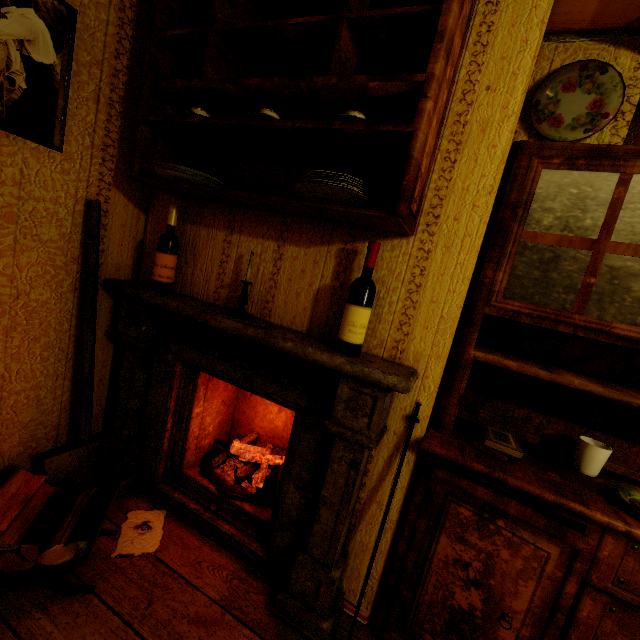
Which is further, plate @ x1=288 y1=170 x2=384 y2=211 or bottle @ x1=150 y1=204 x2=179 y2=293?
bottle @ x1=150 y1=204 x2=179 y2=293

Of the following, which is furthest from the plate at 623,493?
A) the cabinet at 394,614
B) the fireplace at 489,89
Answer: the fireplace at 489,89

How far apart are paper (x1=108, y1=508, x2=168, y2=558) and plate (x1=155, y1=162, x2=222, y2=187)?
1.79m

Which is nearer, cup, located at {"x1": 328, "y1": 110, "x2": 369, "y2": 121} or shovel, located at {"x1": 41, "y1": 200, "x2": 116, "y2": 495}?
cup, located at {"x1": 328, "y1": 110, "x2": 369, "y2": 121}

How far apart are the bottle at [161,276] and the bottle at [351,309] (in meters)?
1.04

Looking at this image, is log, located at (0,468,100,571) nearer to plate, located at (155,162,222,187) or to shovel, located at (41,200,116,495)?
shovel, located at (41,200,116,495)

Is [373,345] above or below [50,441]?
above

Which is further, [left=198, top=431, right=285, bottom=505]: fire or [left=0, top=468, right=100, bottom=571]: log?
[left=198, top=431, right=285, bottom=505]: fire
